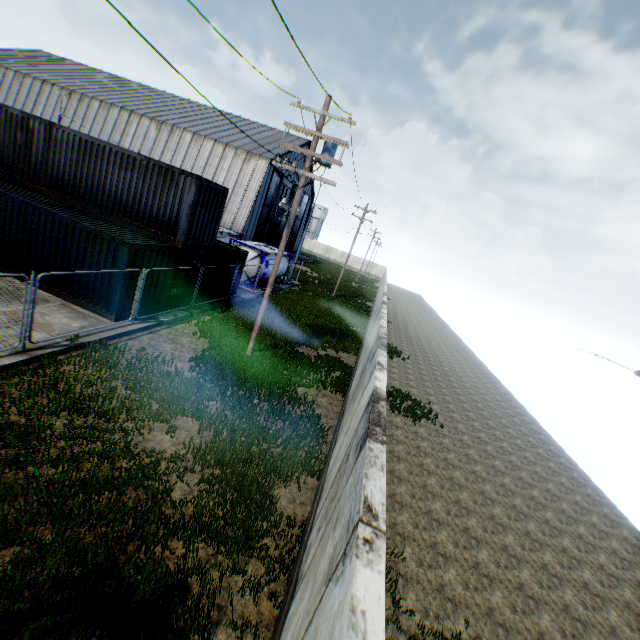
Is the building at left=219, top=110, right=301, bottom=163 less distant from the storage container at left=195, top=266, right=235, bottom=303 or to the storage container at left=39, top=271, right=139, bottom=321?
the storage container at left=195, top=266, right=235, bottom=303

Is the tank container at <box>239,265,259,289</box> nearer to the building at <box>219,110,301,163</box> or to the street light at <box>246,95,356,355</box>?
the building at <box>219,110,301,163</box>

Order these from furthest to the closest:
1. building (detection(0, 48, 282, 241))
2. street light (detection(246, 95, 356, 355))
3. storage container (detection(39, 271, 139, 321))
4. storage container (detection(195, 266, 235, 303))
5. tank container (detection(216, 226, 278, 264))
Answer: building (detection(0, 48, 282, 241)) → tank container (detection(216, 226, 278, 264)) → storage container (detection(195, 266, 235, 303)) → storage container (detection(39, 271, 139, 321)) → street light (detection(246, 95, 356, 355))

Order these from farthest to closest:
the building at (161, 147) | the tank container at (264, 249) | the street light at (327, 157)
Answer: the building at (161, 147), the tank container at (264, 249), the street light at (327, 157)

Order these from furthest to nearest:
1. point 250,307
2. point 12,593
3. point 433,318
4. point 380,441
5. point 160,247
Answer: point 433,318, point 250,307, point 160,247, point 12,593, point 380,441

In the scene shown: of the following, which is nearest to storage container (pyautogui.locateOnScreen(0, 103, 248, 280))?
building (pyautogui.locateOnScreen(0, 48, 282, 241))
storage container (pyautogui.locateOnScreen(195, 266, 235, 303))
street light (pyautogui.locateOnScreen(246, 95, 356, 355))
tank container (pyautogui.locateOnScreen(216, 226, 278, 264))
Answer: storage container (pyautogui.locateOnScreen(195, 266, 235, 303))

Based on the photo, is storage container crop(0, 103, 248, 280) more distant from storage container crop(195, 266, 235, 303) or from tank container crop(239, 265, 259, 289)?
tank container crop(239, 265, 259, 289)

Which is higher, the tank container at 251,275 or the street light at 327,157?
the street light at 327,157
